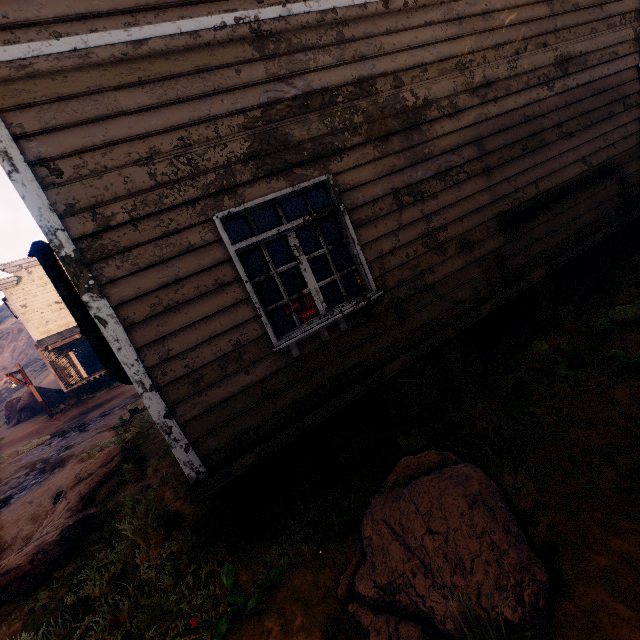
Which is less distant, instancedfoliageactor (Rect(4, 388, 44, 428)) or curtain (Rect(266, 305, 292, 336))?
curtain (Rect(266, 305, 292, 336))

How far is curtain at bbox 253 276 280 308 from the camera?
3.6 meters

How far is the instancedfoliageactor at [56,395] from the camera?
21.6 meters

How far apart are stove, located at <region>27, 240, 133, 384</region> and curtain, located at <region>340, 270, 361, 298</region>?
2.6 meters

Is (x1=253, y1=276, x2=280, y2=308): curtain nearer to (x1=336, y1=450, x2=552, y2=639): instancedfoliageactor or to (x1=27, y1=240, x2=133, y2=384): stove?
(x1=27, y1=240, x2=133, y2=384): stove

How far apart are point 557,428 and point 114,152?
5.1 meters

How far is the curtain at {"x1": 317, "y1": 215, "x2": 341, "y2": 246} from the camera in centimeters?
379cm

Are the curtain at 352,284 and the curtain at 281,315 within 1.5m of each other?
yes
